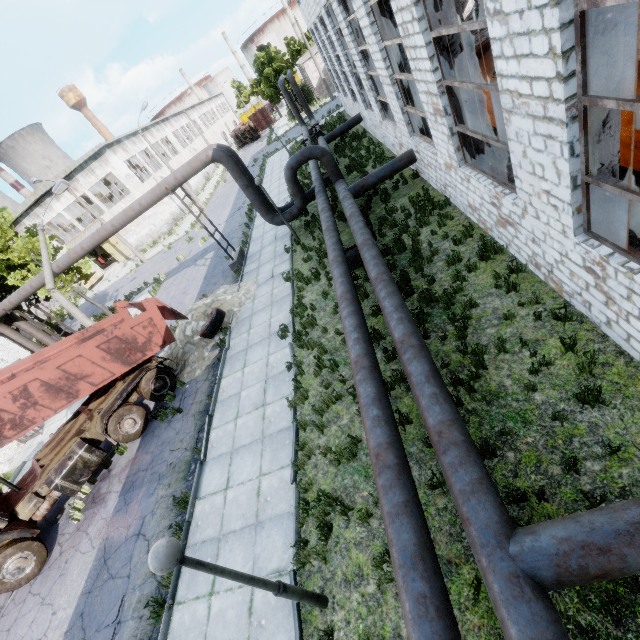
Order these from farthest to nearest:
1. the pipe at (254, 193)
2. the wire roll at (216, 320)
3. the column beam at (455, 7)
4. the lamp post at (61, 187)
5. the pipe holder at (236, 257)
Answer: the lamp post at (61, 187), the pipe holder at (236, 257), the pipe at (254, 193), the wire roll at (216, 320), the column beam at (455, 7)

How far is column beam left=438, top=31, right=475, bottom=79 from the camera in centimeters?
748cm

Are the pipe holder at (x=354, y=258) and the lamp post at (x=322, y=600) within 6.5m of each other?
no

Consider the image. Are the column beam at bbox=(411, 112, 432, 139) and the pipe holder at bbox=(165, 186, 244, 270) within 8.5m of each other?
no

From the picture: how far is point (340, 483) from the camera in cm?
643

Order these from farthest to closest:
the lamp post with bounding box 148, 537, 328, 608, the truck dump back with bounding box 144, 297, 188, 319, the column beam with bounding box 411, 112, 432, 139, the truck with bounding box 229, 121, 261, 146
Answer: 1. the truck with bounding box 229, 121, 261, 146
2. the column beam with bounding box 411, 112, 432, 139
3. the truck dump back with bounding box 144, 297, 188, 319
4. the lamp post with bounding box 148, 537, 328, 608

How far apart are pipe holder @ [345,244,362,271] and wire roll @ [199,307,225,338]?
5.2 meters

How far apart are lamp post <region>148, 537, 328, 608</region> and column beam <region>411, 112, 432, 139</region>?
14.4m
